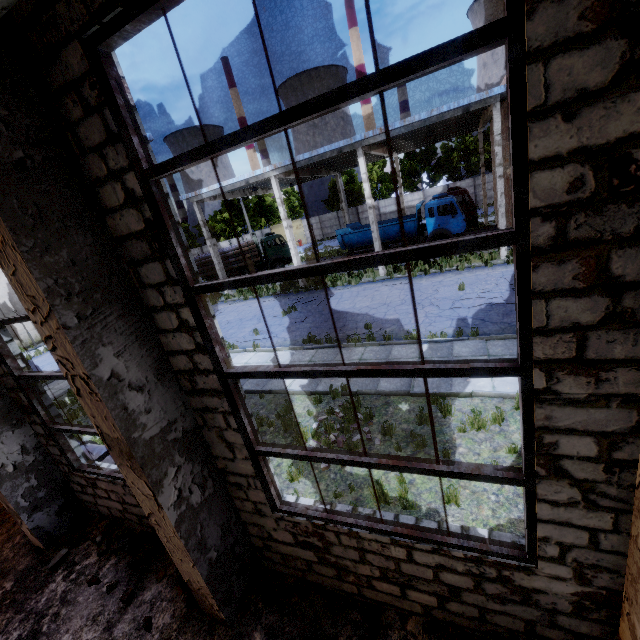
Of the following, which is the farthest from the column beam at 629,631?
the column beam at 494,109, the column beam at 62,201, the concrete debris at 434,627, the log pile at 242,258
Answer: the log pile at 242,258

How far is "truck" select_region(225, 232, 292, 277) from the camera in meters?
29.3 m

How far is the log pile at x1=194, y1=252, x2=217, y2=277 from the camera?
27.95m

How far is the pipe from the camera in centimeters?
806cm

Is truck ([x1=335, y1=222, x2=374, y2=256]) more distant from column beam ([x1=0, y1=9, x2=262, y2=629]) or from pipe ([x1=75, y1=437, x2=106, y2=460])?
column beam ([x1=0, y1=9, x2=262, y2=629])

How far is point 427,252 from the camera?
2.2 meters

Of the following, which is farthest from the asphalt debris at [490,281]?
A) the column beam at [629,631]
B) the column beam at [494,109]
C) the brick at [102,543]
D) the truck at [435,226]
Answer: the brick at [102,543]

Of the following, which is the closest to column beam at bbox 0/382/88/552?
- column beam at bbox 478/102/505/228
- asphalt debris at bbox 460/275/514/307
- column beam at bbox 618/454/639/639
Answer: column beam at bbox 618/454/639/639
